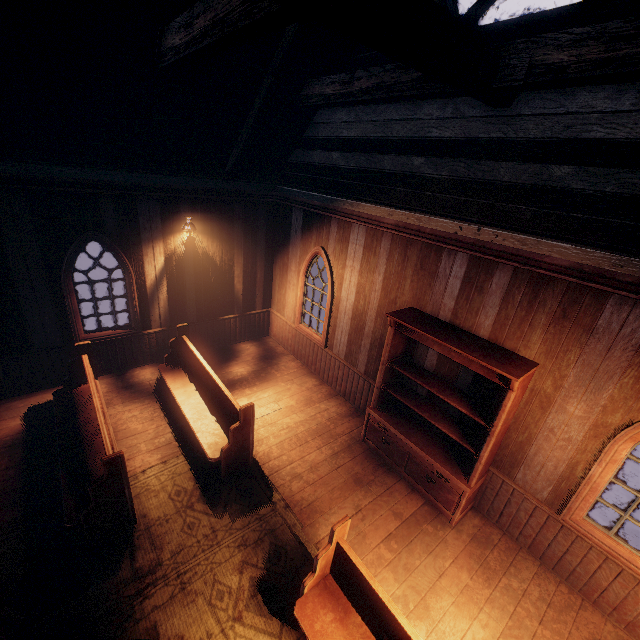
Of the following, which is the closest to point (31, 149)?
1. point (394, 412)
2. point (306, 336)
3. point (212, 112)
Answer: point (212, 112)

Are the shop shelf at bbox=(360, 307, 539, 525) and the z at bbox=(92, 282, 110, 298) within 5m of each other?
no

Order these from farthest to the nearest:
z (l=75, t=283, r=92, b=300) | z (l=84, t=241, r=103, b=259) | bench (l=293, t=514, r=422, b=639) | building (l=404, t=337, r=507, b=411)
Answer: → z (l=84, t=241, r=103, b=259) → z (l=75, t=283, r=92, b=300) → building (l=404, t=337, r=507, b=411) → bench (l=293, t=514, r=422, b=639)

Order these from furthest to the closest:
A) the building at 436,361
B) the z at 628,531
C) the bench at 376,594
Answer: the z at 628,531 < the building at 436,361 < the bench at 376,594

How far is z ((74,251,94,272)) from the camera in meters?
11.1 m

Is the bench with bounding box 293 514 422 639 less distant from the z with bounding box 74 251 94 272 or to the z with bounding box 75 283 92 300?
the z with bounding box 74 251 94 272

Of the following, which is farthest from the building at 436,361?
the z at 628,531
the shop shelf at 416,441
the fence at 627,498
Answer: the fence at 627,498

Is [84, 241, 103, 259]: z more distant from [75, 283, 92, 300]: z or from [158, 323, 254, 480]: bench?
[158, 323, 254, 480]: bench
